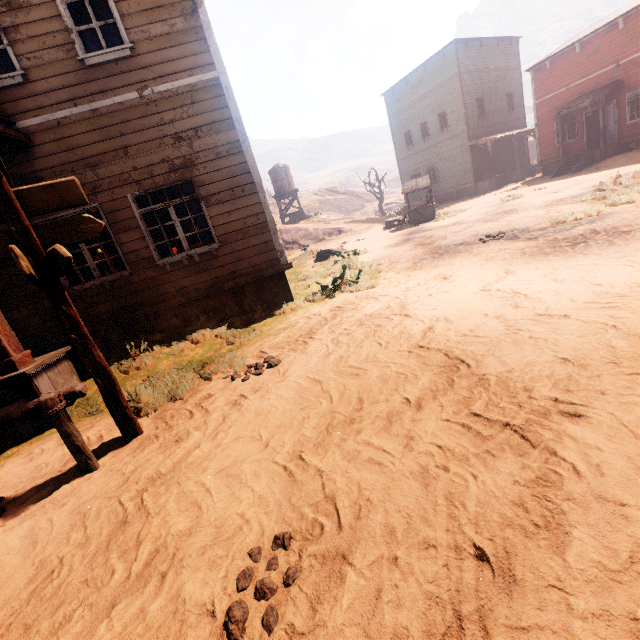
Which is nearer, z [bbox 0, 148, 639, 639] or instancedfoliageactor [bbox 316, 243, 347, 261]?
z [bbox 0, 148, 639, 639]

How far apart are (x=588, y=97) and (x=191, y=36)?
21.9m

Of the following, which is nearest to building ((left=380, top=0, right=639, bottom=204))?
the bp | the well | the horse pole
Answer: the bp

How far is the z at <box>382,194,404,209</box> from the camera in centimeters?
5066cm

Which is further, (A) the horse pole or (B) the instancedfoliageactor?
(B) the instancedfoliageactor

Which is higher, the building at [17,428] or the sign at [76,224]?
the sign at [76,224]

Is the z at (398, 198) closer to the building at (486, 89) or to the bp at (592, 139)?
the building at (486, 89)

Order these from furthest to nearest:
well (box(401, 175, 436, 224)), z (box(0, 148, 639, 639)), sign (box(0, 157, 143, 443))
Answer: well (box(401, 175, 436, 224)) → sign (box(0, 157, 143, 443)) → z (box(0, 148, 639, 639))
